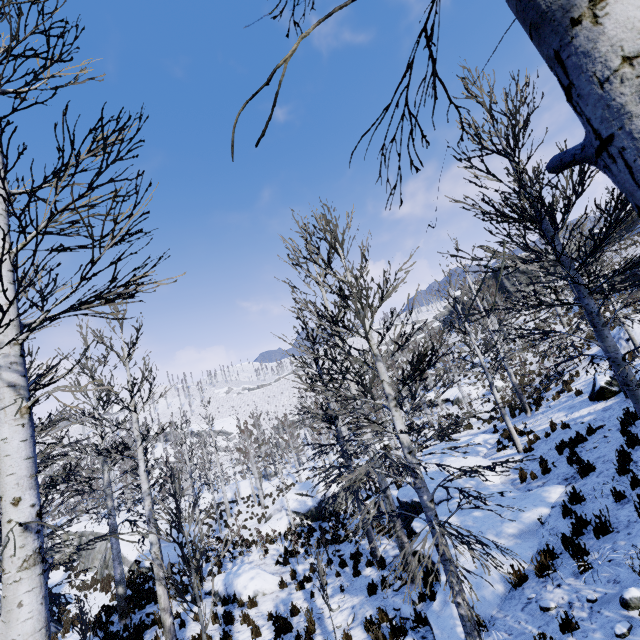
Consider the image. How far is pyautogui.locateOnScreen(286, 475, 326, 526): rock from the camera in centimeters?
2105cm

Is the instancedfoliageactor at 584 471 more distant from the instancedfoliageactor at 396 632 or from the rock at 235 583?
the instancedfoliageactor at 396 632

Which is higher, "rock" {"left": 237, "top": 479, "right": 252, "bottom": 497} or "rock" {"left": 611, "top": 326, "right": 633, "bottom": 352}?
"rock" {"left": 611, "top": 326, "right": 633, "bottom": 352}

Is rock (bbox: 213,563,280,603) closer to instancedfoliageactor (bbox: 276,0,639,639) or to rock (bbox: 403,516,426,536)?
instancedfoliageactor (bbox: 276,0,639,639)

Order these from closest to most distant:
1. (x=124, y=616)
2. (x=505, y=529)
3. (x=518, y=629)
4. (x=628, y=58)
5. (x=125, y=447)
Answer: (x=628, y=58) < (x=518, y=629) < (x=505, y=529) < (x=125, y=447) < (x=124, y=616)

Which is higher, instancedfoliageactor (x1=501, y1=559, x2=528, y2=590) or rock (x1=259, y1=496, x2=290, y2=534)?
instancedfoliageactor (x1=501, y1=559, x2=528, y2=590)

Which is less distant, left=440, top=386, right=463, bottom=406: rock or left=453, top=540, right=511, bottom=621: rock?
left=453, top=540, right=511, bottom=621: rock

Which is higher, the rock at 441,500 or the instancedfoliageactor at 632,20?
the instancedfoliageactor at 632,20
